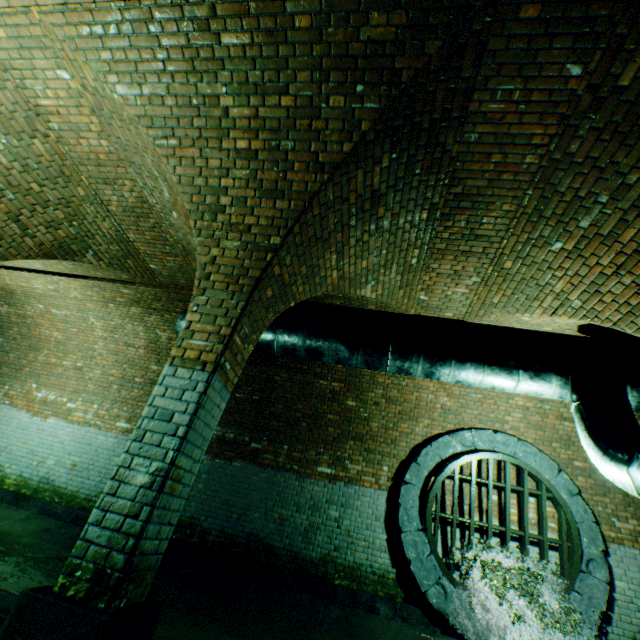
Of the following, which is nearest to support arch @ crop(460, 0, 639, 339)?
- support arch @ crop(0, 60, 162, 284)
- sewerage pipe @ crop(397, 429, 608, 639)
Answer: sewerage pipe @ crop(397, 429, 608, 639)

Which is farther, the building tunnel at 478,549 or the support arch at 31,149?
the building tunnel at 478,549

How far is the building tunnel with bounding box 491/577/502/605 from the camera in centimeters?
546cm

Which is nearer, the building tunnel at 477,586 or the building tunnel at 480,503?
the building tunnel at 477,586

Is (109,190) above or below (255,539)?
above

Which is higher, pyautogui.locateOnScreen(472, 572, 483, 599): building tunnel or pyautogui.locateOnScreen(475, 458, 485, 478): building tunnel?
pyautogui.locateOnScreen(475, 458, 485, 478): building tunnel

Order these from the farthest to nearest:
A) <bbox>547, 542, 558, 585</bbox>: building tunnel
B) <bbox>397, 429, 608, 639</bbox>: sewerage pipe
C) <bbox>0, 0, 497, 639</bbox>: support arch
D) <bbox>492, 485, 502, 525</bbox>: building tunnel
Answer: <bbox>492, 485, 502, 525</bbox>: building tunnel, <bbox>547, 542, 558, 585</bbox>: building tunnel, <bbox>397, 429, 608, 639</bbox>: sewerage pipe, <bbox>0, 0, 497, 639</bbox>: support arch
